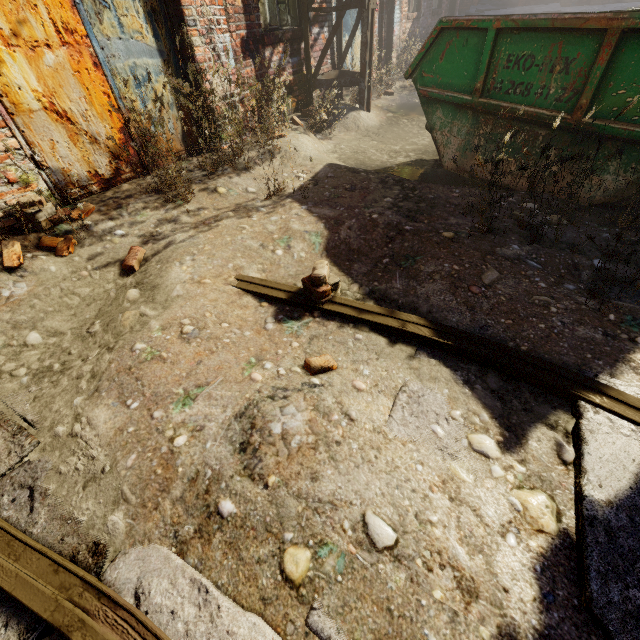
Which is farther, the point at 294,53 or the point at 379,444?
the point at 294,53

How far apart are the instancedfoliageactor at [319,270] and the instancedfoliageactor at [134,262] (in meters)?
1.52

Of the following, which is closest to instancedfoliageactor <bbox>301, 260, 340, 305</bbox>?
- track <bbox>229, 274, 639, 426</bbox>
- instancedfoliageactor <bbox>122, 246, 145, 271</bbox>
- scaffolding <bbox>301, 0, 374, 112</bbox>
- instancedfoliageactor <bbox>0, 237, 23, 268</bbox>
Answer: instancedfoliageactor <bbox>122, 246, 145, 271</bbox>

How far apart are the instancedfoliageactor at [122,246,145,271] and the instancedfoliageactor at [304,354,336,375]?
1.87m

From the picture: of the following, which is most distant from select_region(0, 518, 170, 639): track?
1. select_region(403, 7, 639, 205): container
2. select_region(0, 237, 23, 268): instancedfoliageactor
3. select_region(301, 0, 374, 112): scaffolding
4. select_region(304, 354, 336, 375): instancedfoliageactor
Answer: select_region(0, 237, 23, 268): instancedfoliageactor

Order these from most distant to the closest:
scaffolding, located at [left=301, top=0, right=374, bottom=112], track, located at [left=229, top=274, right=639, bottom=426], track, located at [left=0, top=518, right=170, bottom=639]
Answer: scaffolding, located at [left=301, top=0, right=374, bottom=112] → track, located at [left=229, top=274, right=639, bottom=426] → track, located at [left=0, top=518, right=170, bottom=639]

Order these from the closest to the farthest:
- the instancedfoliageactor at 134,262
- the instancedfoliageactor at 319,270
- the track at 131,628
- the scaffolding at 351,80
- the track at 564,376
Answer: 1. the track at 131,628
2. the track at 564,376
3. the instancedfoliageactor at 319,270
4. the instancedfoliageactor at 134,262
5. the scaffolding at 351,80

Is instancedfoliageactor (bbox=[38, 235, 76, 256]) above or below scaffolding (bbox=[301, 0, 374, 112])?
below
